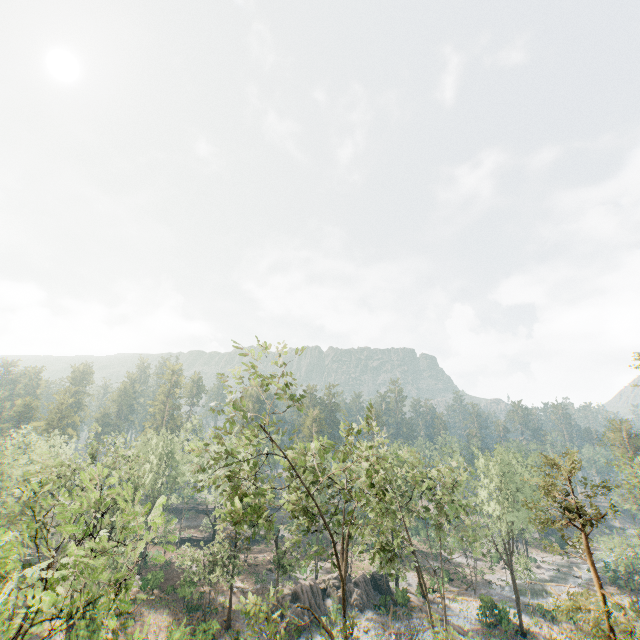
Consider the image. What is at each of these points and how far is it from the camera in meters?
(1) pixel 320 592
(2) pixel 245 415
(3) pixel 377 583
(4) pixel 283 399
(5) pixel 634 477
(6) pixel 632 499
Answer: (1) rock, 39.4 m
(2) foliage, 17.8 m
(3) rock, 44.6 m
(4) foliage, 18.0 m
(5) foliage, 29.9 m
(6) foliage, 29.4 m

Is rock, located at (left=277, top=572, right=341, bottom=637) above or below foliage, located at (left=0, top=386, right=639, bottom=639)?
below

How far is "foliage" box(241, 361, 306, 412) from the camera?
17.2 meters

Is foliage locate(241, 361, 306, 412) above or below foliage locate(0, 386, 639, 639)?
above

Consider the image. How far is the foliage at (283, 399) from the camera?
17.2 meters

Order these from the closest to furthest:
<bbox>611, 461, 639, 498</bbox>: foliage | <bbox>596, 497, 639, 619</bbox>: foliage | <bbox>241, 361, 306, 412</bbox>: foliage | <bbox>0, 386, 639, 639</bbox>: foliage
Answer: <bbox>0, 386, 639, 639</bbox>: foliage
<bbox>241, 361, 306, 412</bbox>: foliage
<bbox>611, 461, 639, 498</bbox>: foliage
<bbox>596, 497, 639, 619</bbox>: foliage

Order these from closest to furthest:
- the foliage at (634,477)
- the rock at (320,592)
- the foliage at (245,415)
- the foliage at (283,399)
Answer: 1. the foliage at (245,415)
2. the foliage at (283,399)
3. the foliage at (634,477)
4. the rock at (320,592)

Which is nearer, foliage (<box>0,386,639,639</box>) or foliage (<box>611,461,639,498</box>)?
foliage (<box>0,386,639,639</box>)
